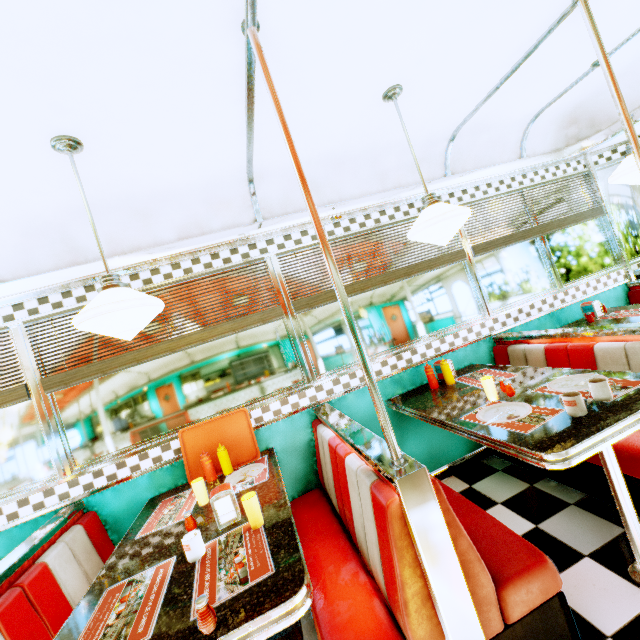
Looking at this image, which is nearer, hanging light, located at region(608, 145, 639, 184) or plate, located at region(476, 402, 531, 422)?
plate, located at region(476, 402, 531, 422)

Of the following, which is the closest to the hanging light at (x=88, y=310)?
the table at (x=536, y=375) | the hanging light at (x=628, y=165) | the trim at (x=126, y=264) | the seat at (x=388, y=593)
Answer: the trim at (x=126, y=264)

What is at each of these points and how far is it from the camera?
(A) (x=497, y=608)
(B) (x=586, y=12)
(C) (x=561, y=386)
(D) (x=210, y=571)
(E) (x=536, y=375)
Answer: (A) seat, 1.3 meters
(B) support pole, 1.9 meters
(C) plate, 2.0 meters
(D) placemat, 1.4 meters
(E) table, 2.3 meters

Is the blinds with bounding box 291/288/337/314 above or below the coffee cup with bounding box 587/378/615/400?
above

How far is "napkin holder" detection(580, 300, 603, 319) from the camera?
3.36m

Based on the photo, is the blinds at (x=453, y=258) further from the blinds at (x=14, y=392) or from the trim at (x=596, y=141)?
the blinds at (x=14, y=392)

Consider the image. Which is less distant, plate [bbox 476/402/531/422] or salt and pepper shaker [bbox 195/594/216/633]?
salt and pepper shaker [bbox 195/594/216/633]

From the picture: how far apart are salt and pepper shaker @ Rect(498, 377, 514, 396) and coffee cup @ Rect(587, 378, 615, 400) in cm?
43
